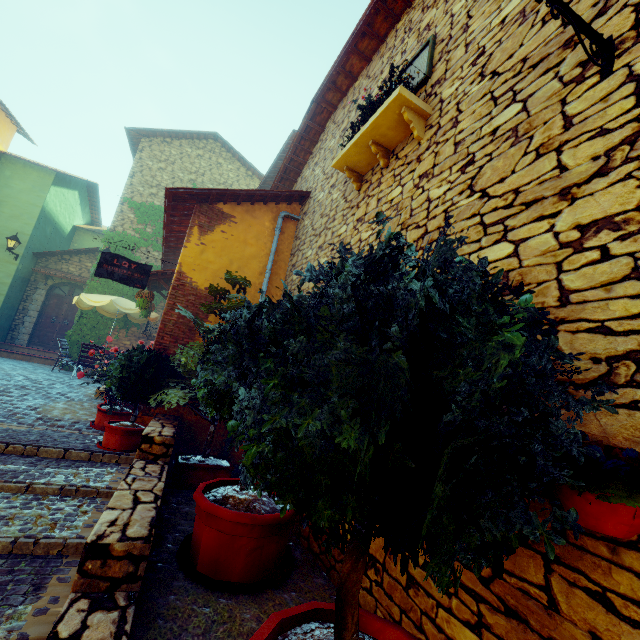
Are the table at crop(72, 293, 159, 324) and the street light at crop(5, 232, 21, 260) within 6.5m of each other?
yes

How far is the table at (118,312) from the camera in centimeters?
995cm

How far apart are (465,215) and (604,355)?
1.59m

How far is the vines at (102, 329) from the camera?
11.6 meters

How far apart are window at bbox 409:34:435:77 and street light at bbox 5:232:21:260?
13.8 meters

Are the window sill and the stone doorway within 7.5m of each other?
no

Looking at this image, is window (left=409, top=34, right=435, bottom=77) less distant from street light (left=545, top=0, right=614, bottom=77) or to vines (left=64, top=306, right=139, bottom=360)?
street light (left=545, top=0, right=614, bottom=77)

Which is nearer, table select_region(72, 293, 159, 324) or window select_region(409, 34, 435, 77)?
window select_region(409, 34, 435, 77)
